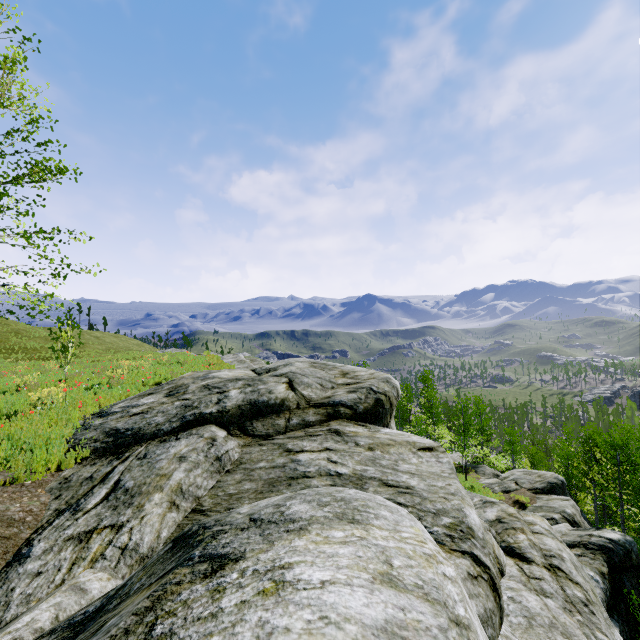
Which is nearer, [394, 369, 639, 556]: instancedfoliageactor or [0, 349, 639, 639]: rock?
[0, 349, 639, 639]: rock

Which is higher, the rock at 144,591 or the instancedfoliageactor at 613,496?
the rock at 144,591

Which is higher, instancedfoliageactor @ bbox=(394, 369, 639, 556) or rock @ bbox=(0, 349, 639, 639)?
rock @ bbox=(0, 349, 639, 639)

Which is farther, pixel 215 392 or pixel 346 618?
pixel 215 392

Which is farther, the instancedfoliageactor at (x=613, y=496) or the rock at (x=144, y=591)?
the instancedfoliageactor at (x=613, y=496)
